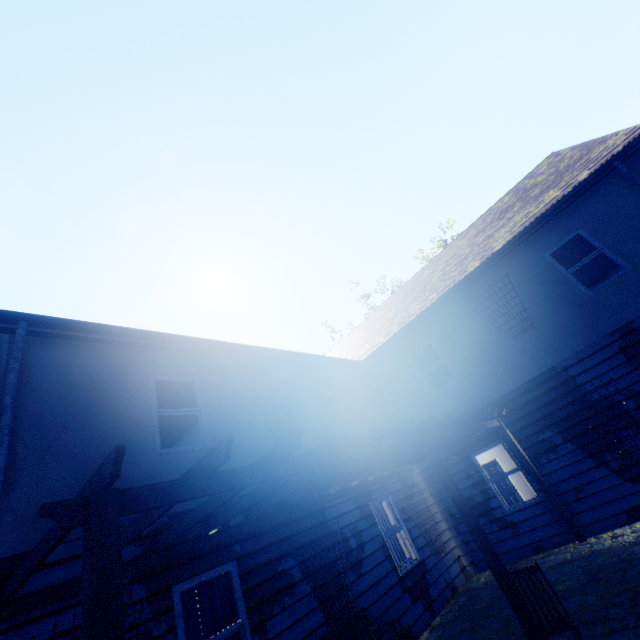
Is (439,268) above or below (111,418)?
above

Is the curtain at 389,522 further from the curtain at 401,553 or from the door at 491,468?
the door at 491,468

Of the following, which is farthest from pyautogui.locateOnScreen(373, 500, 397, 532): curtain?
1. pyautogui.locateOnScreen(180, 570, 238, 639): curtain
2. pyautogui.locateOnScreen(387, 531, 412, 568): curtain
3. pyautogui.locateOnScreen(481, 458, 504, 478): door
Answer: pyautogui.locateOnScreen(481, 458, 504, 478): door

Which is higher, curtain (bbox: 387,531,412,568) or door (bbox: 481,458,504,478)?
door (bbox: 481,458,504,478)

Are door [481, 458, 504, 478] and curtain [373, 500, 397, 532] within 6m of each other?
no

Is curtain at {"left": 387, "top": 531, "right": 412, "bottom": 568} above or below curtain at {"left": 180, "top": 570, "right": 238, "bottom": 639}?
below

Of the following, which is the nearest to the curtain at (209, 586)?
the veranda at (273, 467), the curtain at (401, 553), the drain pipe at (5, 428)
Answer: the veranda at (273, 467)

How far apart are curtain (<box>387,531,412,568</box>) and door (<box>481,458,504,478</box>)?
6.2 meters
